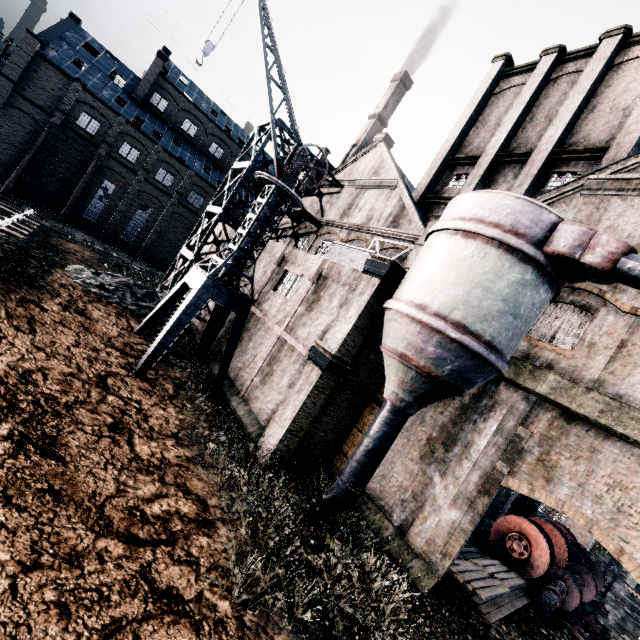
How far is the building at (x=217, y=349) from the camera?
20.24m

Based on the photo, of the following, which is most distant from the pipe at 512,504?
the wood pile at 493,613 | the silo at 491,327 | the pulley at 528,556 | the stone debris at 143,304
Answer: the stone debris at 143,304

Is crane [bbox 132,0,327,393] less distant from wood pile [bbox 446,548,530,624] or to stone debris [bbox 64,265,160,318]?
stone debris [bbox 64,265,160,318]

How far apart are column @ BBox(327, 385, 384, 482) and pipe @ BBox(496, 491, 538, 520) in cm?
1307

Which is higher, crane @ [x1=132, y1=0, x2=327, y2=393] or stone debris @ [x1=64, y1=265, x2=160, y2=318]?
crane @ [x1=132, y1=0, x2=327, y2=393]

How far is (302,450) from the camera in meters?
14.7 m

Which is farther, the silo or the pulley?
the pulley

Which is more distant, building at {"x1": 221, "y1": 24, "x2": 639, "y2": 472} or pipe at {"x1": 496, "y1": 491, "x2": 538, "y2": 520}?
pipe at {"x1": 496, "y1": 491, "x2": 538, "y2": 520}
